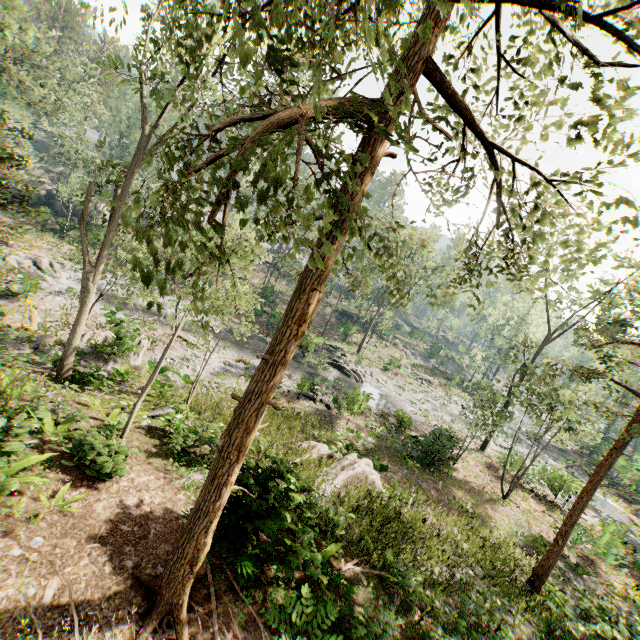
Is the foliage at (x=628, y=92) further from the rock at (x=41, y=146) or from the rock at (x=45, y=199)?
the rock at (x=41, y=146)

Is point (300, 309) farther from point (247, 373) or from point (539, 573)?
point (247, 373)

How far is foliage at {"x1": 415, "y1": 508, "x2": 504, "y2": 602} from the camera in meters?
9.7

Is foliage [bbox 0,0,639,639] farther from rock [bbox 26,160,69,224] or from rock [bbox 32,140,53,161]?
rock [bbox 32,140,53,161]

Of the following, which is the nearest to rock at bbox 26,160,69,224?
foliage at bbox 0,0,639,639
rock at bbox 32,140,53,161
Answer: foliage at bbox 0,0,639,639

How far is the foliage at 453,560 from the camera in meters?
9.7 m
